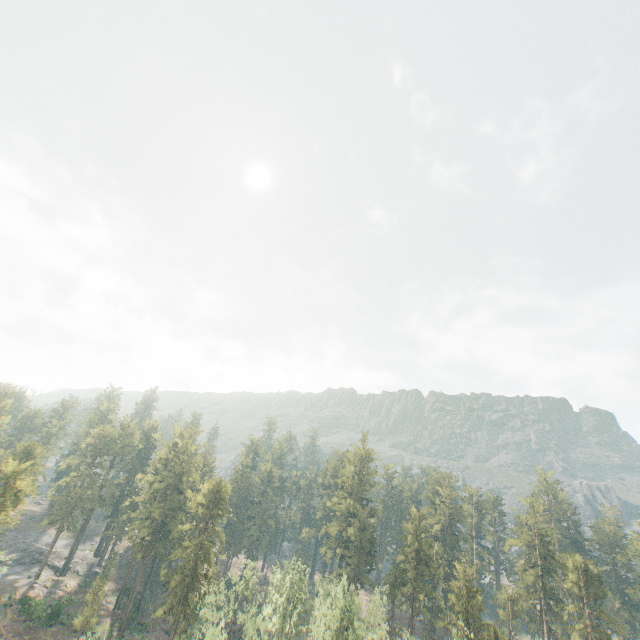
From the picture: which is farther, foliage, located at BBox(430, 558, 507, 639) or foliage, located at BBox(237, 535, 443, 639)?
foliage, located at BBox(430, 558, 507, 639)

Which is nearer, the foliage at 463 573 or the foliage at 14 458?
the foliage at 14 458

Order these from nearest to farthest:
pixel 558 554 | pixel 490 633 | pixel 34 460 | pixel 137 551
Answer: pixel 490 633, pixel 34 460, pixel 558 554, pixel 137 551

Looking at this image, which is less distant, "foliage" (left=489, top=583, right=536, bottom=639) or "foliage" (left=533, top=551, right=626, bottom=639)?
"foliage" (left=533, top=551, right=626, bottom=639)

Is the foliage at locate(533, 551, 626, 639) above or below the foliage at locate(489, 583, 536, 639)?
above

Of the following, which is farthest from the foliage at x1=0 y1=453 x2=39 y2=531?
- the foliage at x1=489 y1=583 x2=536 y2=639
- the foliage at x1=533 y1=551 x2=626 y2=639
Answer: the foliage at x1=533 y1=551 x2=626 y2=639

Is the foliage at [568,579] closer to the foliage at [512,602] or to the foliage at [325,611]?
the foliage at [512,602]
